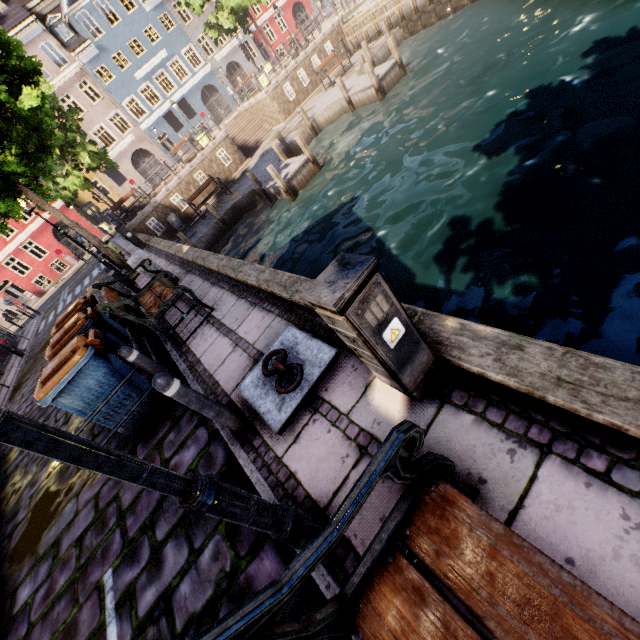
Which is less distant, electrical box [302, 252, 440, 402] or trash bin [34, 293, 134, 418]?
electrical box [302, 252, 440, 402]

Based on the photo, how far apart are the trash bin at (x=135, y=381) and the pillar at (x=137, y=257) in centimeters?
327cm

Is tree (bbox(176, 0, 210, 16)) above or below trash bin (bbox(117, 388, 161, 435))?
above

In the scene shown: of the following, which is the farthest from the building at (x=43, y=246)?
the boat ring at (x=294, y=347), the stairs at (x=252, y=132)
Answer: the boat ring at (x=294, y=347)

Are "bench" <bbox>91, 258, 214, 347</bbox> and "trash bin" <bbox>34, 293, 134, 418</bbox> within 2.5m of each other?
yes

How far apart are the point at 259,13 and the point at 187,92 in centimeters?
1304cm

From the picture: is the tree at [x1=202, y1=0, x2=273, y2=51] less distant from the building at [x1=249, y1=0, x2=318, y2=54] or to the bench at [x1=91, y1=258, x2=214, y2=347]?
the building at [x1=249, y1=0, x2=318, y2=54]

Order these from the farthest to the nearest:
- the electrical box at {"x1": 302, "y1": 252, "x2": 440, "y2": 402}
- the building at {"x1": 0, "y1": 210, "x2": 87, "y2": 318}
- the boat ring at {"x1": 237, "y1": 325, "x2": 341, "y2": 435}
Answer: the building at {"x1": 0, "y1": 210, "x2": 87, "y2": 318}
the boat ring at {"x1": 237, "y1": 325, "x2": 341, "y2": 435}
the electrical box at {"x1": 302, "y1": 252, "x2": 440, "y2": 402}
